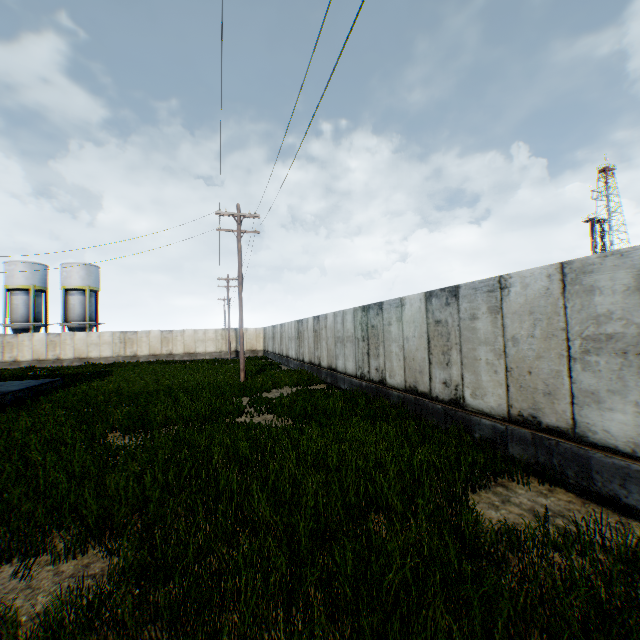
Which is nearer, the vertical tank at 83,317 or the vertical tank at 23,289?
the vertical tank at 23,289

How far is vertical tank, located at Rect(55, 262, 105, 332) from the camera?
40.0 meters

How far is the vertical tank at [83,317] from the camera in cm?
4003

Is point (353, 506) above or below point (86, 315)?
below

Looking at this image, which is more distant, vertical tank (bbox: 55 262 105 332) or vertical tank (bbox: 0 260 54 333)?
vertical tank (bbox: 55 262 105 332)
